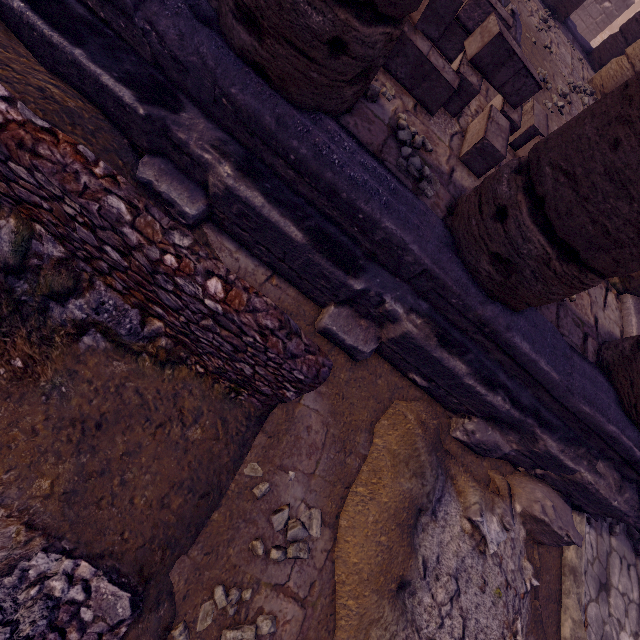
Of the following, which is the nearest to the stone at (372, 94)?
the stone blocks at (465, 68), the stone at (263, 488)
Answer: the stone blocks at (465, 68)

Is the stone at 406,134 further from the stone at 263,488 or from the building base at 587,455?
the stone at 263,488

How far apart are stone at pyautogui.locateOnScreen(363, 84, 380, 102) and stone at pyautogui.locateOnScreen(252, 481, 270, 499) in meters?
3.0 m

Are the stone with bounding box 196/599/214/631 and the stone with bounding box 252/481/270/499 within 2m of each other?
yes

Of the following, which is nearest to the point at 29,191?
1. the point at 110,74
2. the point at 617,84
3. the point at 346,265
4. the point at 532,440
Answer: the point at 110,74

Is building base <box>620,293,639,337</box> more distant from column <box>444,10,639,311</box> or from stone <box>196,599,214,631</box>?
stone <box>196,599,214,631</box>

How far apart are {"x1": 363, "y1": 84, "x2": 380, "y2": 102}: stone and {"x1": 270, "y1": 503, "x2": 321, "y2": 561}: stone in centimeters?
326cm

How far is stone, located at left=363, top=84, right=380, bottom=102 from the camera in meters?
2.6
